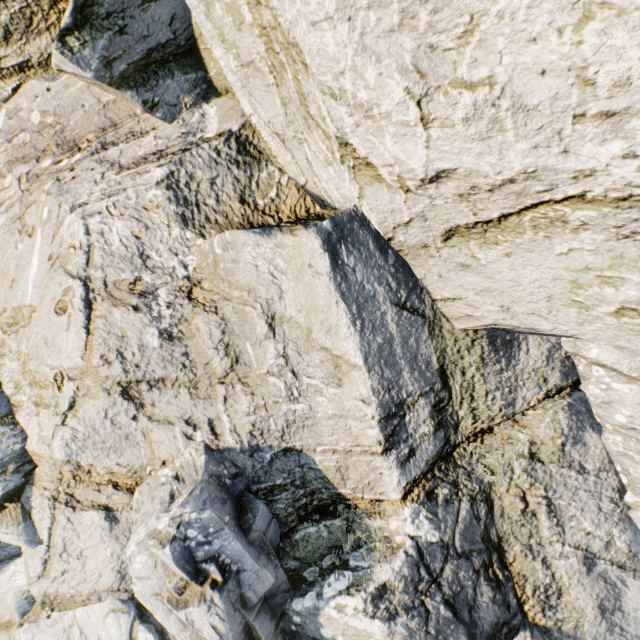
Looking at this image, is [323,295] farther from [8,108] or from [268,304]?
[8,108]
